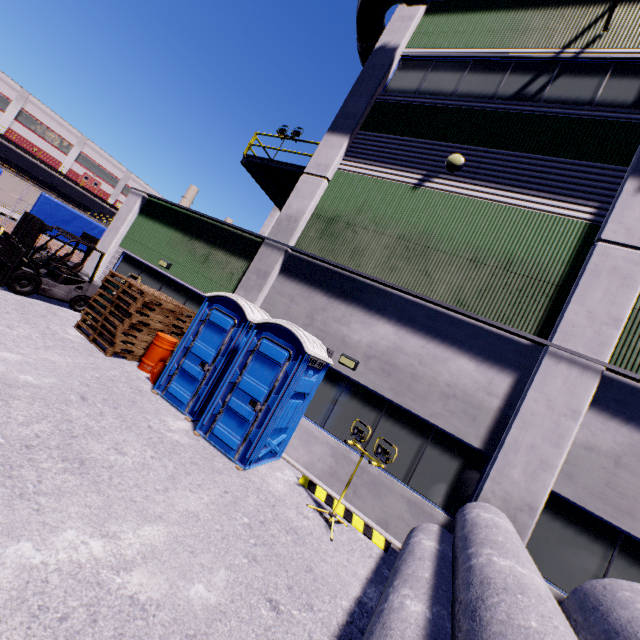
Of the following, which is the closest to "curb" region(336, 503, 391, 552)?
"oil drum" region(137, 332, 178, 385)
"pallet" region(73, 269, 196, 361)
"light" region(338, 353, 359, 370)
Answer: "light" region(338, 353, 359, 370)

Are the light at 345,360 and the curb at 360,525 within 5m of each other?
yes

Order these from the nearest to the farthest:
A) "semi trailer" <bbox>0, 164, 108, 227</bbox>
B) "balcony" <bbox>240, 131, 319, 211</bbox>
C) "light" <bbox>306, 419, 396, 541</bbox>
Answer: "light" <bbox>306, 419, 396, 541</bbox> < "balcony" <bbox>240, 131, 319, 211</bbox> < "semi trailer" <bbox>0, 164, 108, 227</bbox>

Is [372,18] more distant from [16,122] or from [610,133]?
[16,122]

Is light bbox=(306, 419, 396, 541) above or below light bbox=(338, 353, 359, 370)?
below

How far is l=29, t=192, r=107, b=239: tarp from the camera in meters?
17.9

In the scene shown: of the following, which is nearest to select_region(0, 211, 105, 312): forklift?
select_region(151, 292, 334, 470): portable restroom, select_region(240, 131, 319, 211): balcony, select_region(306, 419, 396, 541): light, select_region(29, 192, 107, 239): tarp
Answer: select_region(29, 192, 107, 239): tarp

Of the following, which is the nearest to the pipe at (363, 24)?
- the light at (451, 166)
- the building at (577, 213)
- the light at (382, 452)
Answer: the building at (577, 213)
